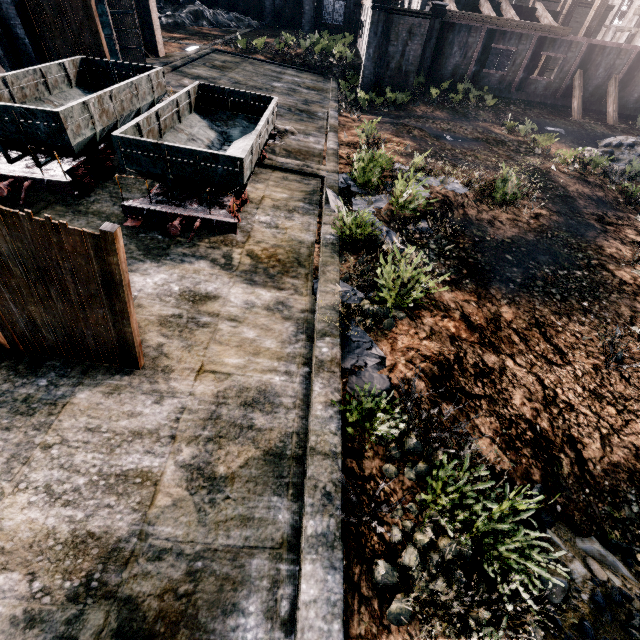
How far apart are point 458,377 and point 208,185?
8.08m

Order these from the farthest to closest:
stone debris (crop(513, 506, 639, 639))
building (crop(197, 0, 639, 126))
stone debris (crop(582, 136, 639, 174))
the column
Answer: building (crop(197, 0, 639, 126)) < stone debris (crop(582, 136, 639, 174)) < the column < stone debris (crop(513, 506, 639, 639))

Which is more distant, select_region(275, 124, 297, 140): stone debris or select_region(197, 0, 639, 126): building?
select_region(197, 0, 639, 126): building

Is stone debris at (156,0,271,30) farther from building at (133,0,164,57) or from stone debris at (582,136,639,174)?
stone debris at (582,136,639,174)

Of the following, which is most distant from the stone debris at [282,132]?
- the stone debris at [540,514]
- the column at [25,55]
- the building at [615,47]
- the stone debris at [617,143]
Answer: the stone debris at [617,143]

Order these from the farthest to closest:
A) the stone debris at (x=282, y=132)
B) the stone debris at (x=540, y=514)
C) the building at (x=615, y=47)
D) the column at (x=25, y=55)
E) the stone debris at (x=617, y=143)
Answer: the building at (x=615, y=47)
the stone debris at (x=617, y=143)
the stone debris at (x=282, y=132)
the column at (x=25, y=55)
the stone debris at (x=540, y=514)

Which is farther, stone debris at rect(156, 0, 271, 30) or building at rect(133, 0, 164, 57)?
stone debris at rect(156, 0, 271, 30)

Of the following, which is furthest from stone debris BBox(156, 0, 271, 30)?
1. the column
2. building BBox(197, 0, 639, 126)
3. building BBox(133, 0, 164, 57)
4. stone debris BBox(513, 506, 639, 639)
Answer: stone debris BBox(513, 506, 639, 639)
